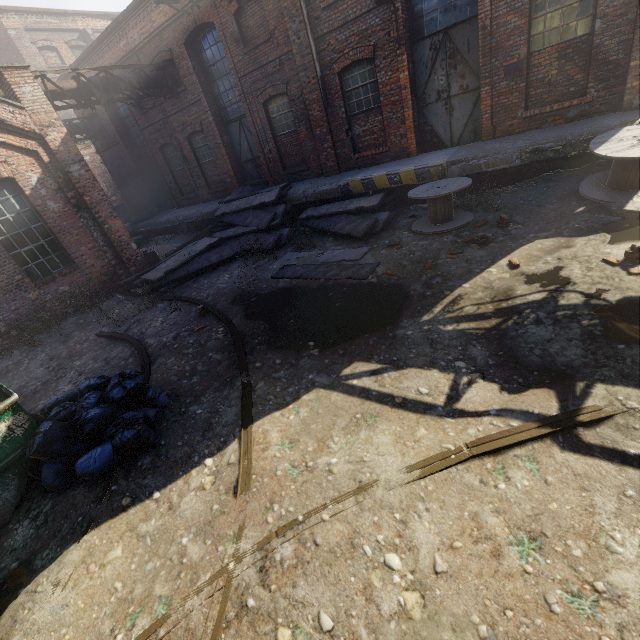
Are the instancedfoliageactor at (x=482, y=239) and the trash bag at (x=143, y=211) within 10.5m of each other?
no

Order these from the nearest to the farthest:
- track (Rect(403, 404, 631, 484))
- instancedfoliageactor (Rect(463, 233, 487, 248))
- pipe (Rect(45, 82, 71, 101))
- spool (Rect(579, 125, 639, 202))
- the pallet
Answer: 1. track (Rect(403, 404, 631, 484))
2. spool (Rect(579, 125, 639, 202))
3. instancedfoliageactor (Rect(463, 233, 487, 248))
4. pipe (Rect(45, 82, 71, 101))
5. the pallet

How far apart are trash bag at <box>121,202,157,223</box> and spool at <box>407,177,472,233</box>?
17.1m

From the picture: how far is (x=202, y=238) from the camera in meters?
13.7

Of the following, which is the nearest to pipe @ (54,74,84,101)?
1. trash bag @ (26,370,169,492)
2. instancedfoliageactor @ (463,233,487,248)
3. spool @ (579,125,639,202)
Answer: trash bag @ (26,370,169,492)

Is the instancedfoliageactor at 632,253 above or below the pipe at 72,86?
below

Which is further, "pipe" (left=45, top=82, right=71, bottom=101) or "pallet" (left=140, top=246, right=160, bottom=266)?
"pallet" (left=140, top=246, right=160, bottom=266)

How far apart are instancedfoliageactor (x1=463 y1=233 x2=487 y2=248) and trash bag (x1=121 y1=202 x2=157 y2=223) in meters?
18.9
